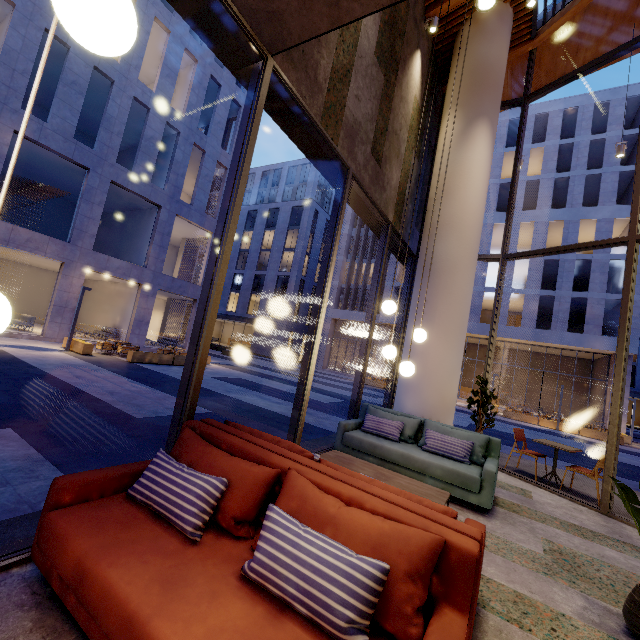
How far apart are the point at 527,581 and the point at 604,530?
2.6 meters

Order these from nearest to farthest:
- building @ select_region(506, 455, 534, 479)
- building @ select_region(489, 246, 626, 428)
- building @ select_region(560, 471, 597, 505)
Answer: building @ select_region(560, 471, 597, 505) → building @ select_region(506, 455, 534, 479) → building @ select_region(489, 246, 626, 428)

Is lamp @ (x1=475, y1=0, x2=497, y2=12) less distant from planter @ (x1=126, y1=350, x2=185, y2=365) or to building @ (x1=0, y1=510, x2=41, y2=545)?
building @ (x1=0, y1=510, x2=41, y2=545)

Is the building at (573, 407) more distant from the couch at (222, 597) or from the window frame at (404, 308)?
the couch at (222, 597)

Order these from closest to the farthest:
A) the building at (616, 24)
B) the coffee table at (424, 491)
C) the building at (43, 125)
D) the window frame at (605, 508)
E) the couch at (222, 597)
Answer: the couch at (222, 597) → the coffee table at (424, 491) → the window frame at (605, 508) → the building at (616, 24) → the building at (43, 125)

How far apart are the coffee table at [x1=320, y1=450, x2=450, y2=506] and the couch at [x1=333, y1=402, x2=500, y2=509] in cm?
54

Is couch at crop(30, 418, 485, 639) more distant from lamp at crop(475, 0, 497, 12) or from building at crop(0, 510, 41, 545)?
lamp at crop(475, 0, 497, 12)

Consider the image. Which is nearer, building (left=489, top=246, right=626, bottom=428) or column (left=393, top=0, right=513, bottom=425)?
column (left=393, top=0, right=513, bottom=425)
